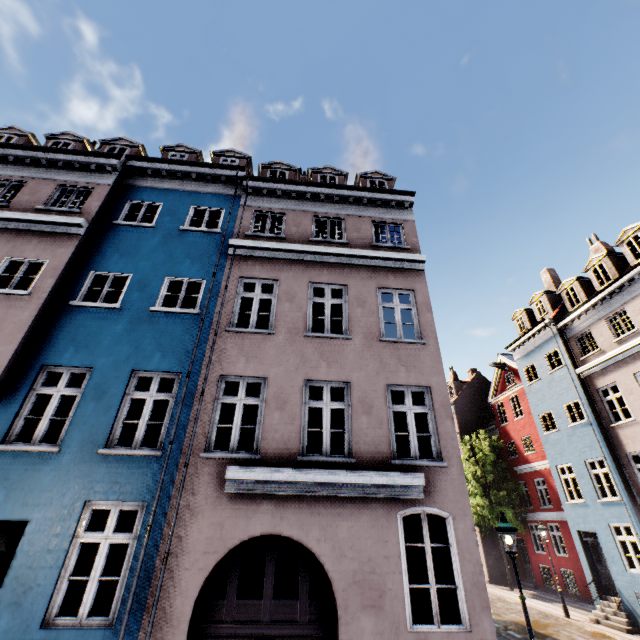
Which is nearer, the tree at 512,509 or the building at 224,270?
the building at 224,270

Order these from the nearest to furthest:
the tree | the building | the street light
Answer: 1. the building
2. the street light
3. the tree

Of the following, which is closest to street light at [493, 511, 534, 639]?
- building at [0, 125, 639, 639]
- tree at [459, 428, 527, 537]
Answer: building at [0, 125, 639, 639]

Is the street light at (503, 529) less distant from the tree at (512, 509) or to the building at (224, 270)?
the building at (224, 270)

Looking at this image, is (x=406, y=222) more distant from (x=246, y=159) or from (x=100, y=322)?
(x=100, y=322)

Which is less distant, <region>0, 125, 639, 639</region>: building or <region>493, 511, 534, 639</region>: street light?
<region>0, 125, 639, 639</region>: building
